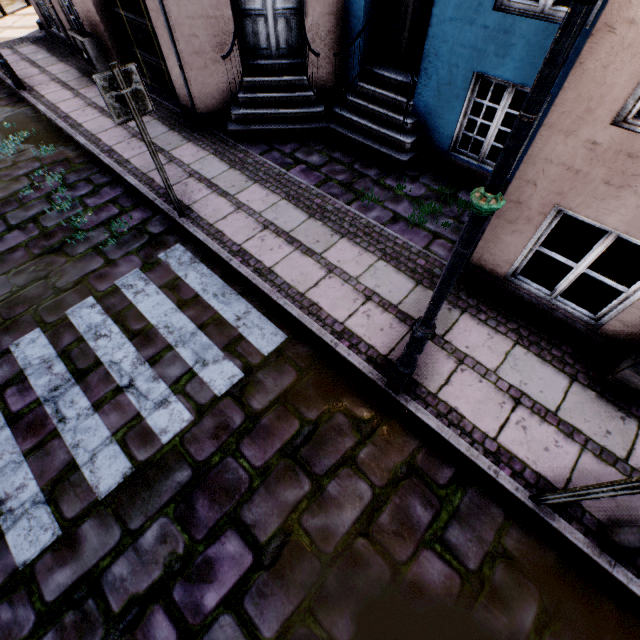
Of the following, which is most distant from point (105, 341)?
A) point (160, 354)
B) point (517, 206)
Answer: point (517, 206)

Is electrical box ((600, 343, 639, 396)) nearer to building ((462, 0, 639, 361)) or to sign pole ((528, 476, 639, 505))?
building ((462, 0, 639, 361))

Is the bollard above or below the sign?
below

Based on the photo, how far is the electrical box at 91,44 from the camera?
7.3m

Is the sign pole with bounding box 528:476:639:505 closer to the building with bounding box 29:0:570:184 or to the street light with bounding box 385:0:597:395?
the street light with bounding box 385:0:597:395

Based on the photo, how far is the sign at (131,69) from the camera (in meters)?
3.47

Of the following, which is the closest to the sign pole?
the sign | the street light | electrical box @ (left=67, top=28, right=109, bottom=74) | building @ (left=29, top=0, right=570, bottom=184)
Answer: the street light

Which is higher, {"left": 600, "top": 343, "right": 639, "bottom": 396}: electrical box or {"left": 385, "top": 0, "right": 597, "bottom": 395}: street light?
{"left": 385, "top": 0, "right": 597, "bottom": 395}: street light
